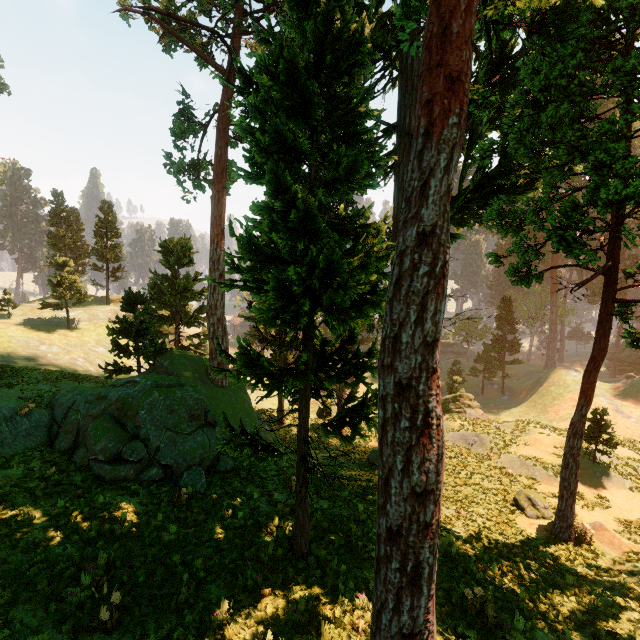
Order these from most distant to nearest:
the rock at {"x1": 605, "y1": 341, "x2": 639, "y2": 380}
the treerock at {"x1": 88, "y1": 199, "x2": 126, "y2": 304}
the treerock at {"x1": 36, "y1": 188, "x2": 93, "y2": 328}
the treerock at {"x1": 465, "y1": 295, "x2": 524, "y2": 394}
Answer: the treerock at {"x1": 465, "y1": 295, "x2": 524, "y2": 394} → the treerock at {"x1": 88, "y1": 199, "x2": 126, "y2": 304} → the rock at {"x1": 605, "y1": 341, "x2": 639, "y2": 380} → the treerock at {"x1": 36, "y1": 188, "x2": 93, "y2": 328}

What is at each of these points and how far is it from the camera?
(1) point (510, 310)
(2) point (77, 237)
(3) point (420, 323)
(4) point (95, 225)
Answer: (1) treerock, 52.2 meters
(2) treerock, 52.4 meters
(3) treerock, 4.4 meters
(4) treerock, 49.5 meters

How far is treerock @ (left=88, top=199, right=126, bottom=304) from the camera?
49.1m

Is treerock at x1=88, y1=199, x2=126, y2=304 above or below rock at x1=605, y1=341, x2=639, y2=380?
above

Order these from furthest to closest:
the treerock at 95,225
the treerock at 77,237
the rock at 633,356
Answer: the treerock at 95,225
the rock at 633,356
the treerock at 77,237

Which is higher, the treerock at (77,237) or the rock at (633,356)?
the treerock at (77,237)
